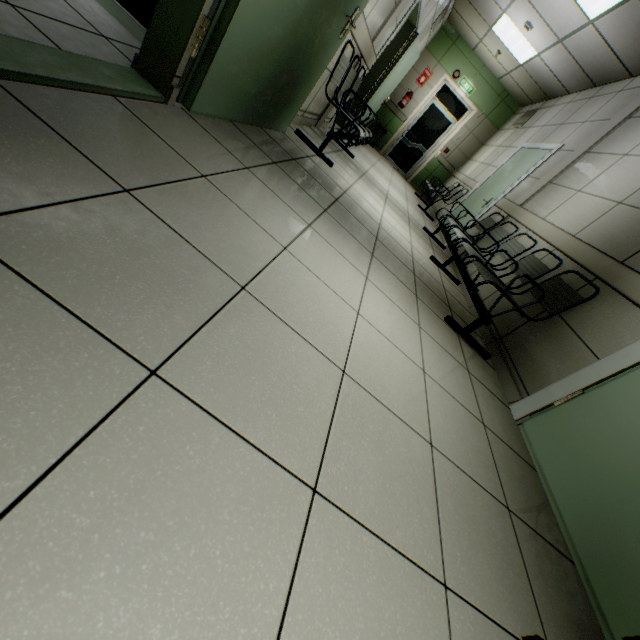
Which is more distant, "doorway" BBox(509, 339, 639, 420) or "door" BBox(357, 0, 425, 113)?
"door" BBox(357, 0, 425, 113)

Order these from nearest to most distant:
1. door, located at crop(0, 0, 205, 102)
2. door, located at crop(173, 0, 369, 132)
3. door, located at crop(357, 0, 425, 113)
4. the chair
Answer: door, located at crop(0, 0, 205, 102)
door, located at crop(173, 0, 369, 132)
the chair
door, located at crop(357, 0, 425, 113)

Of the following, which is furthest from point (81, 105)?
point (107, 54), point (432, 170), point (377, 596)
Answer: point (432, 170)

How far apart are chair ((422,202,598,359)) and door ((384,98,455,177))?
7.91m

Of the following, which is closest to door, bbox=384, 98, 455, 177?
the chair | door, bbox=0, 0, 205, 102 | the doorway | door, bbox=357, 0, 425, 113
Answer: door, bbox=357, 0, 425, 113

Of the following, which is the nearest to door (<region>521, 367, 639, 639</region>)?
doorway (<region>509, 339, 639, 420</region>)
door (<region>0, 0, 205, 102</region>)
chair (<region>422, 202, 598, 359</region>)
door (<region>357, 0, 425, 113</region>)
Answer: doorway (<region>509, 339, 639, 420</region>)

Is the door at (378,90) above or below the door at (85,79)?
above

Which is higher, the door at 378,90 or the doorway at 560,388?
the door at 378,90
